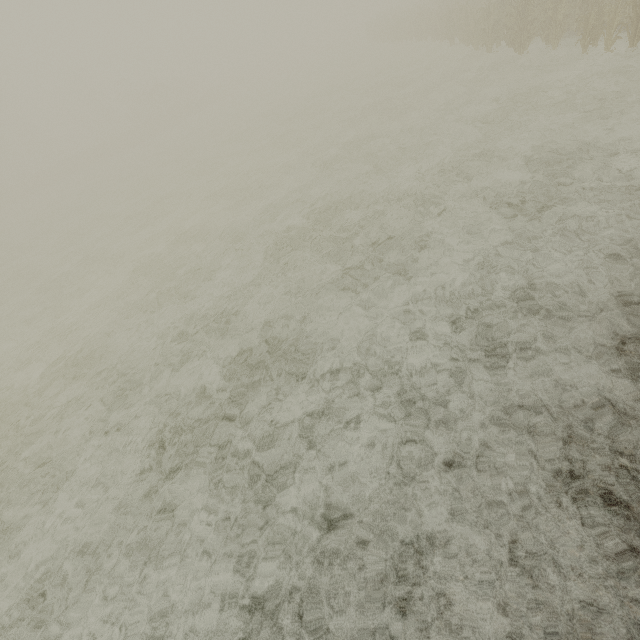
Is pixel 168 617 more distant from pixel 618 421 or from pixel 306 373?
pixel 618 421
